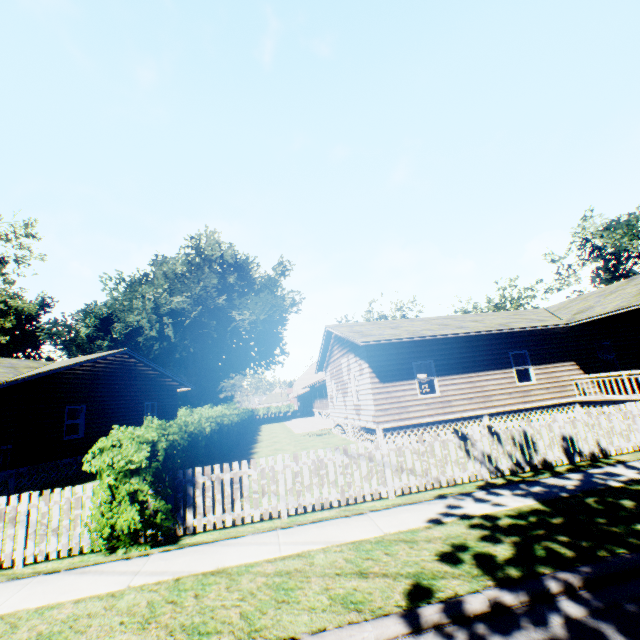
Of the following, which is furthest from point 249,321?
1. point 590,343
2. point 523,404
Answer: point 590,343

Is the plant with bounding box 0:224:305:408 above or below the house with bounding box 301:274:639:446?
above

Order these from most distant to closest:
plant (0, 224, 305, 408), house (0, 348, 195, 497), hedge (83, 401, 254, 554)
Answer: plant (0, 224, 305, 408) < house (0, 348, 195, 497) < hedge (83, 401, 254, 554)

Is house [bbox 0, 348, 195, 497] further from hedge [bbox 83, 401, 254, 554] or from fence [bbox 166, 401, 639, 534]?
fence [bbox 166, 401, 639, 534]

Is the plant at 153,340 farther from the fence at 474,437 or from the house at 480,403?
the fence at 474,437

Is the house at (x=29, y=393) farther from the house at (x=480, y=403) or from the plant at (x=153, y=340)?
the house at (x=480, y=403)

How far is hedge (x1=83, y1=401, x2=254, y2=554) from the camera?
6.0m

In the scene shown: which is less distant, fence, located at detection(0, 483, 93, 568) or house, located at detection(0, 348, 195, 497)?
fence, located at detection(0, 483, 93, 568)
